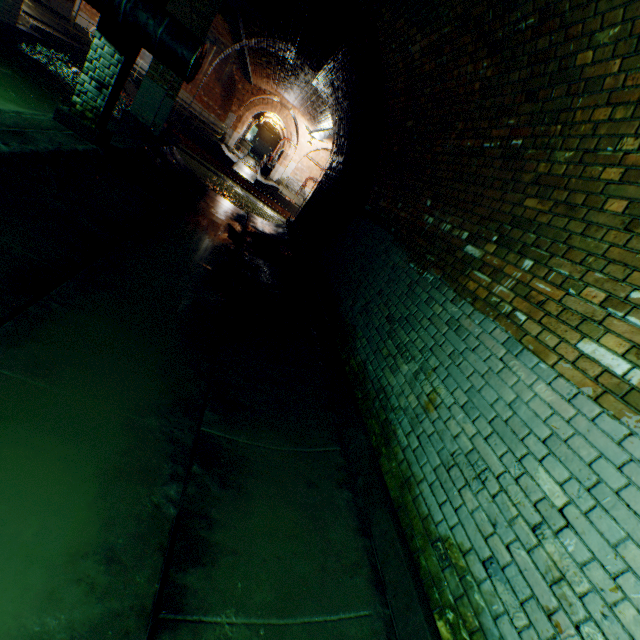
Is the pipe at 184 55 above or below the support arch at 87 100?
above

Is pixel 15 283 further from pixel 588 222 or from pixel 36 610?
pixel 588 222

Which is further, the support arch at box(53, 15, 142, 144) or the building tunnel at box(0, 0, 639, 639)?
the support arch at box(53, 15, 142, 144)

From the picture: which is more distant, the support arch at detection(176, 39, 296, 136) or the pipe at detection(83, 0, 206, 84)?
the support arch at detection(176, 39, 296, 136)

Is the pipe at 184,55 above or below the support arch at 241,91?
below

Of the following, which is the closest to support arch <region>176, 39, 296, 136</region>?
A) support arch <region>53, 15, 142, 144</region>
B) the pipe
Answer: the pipe

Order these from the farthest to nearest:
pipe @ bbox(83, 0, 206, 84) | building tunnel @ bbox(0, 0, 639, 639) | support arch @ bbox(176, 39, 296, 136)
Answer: support arch @ bbox(176, 39, 296, 136) < pipe @ bbox(83, 0, 206, 84) < building tunnel @ bbox(0, 0, 639, 639)

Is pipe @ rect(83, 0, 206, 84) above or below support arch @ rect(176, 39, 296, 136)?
below
